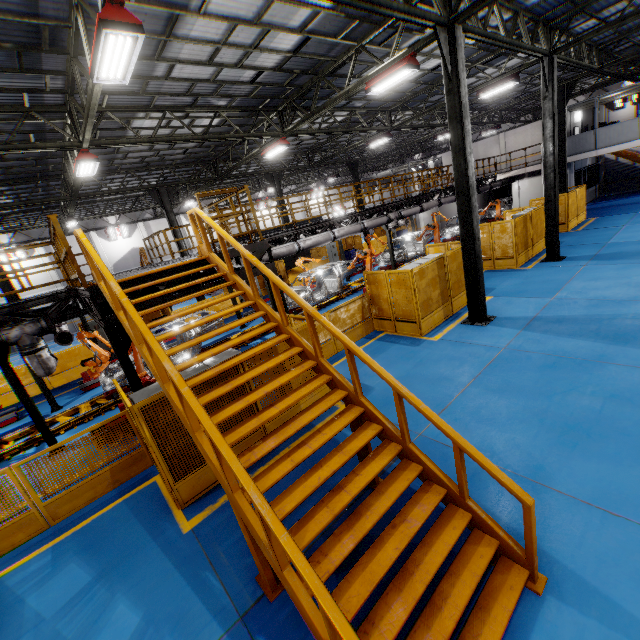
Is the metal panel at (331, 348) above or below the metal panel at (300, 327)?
below

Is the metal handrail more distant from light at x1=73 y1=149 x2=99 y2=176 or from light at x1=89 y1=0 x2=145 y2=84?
light at x1=73 y1=149 x2=99 y2=176

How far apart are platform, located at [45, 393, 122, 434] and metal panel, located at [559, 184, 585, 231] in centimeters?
456cm

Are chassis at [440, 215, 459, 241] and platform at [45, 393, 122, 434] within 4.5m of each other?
yes

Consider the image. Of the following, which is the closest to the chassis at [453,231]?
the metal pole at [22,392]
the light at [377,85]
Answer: the metal pole at [22,392]

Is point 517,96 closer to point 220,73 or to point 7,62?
point 220,73

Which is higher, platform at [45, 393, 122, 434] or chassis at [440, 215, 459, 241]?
chassis at [440, 215, 459, 241]

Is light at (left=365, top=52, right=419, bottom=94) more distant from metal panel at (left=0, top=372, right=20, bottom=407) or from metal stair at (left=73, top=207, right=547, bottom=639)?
metal stair at (left=73, top=207, right=547, bottom=639)
